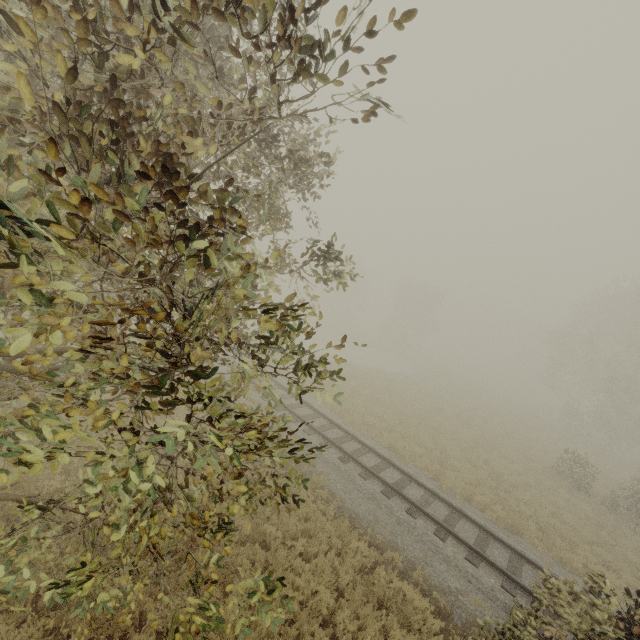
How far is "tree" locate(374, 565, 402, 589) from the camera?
8.0m

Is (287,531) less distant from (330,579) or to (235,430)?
(330,579)

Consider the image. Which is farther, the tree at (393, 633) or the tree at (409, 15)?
the tree at (393, 633)

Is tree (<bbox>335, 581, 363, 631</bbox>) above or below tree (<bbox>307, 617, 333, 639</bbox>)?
above

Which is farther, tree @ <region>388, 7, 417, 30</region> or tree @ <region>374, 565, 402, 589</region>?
tree @ <region>374, 565, 402, 589</region>

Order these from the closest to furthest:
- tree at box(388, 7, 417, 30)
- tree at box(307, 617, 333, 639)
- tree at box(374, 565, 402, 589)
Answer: tree at box(388, 7, 417, 30)
tree at box(307, 617, 333, 639)
tree at box(374, 565, 402, 589)

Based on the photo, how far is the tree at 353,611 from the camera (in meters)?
6.82
